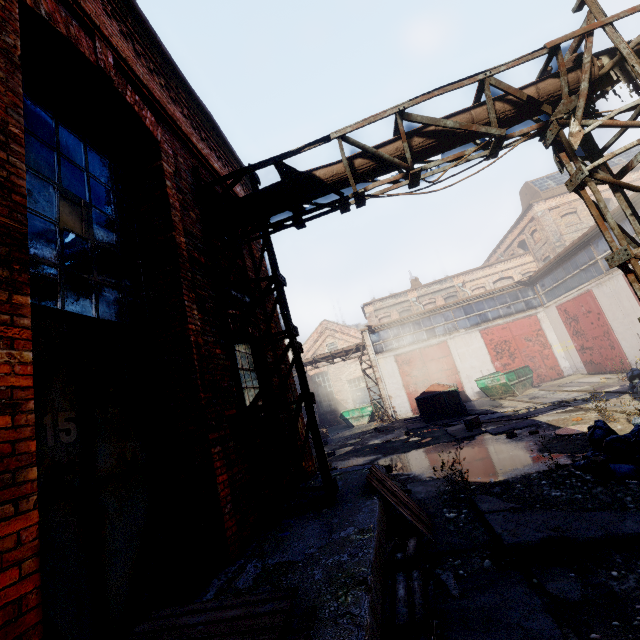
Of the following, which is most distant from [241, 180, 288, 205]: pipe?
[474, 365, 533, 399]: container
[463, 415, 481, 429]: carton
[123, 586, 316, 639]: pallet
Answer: [474, 365, 533, 399]: container

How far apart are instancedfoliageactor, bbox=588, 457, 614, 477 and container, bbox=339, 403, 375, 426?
20.3m

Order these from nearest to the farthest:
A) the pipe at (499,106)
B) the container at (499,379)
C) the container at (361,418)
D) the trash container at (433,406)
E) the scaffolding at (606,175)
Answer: the scaffolding at (606,175)
the pipe at (499,106)
the trash container at (433,406)
the container at (499,379)
the container at (361,418)

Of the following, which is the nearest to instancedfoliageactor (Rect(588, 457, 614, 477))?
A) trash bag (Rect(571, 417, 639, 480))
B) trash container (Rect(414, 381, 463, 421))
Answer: trash bag (Rect(571, 417, 639, 480))

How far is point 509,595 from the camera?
3.3 meters

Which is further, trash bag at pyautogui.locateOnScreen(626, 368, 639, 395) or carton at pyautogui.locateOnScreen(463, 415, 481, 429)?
carton at pyautogui.locateOnScreen(463, 415, 481, 429)

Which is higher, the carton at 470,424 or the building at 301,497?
the building at 301,497

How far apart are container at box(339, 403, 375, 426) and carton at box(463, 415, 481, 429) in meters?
14.0 m
